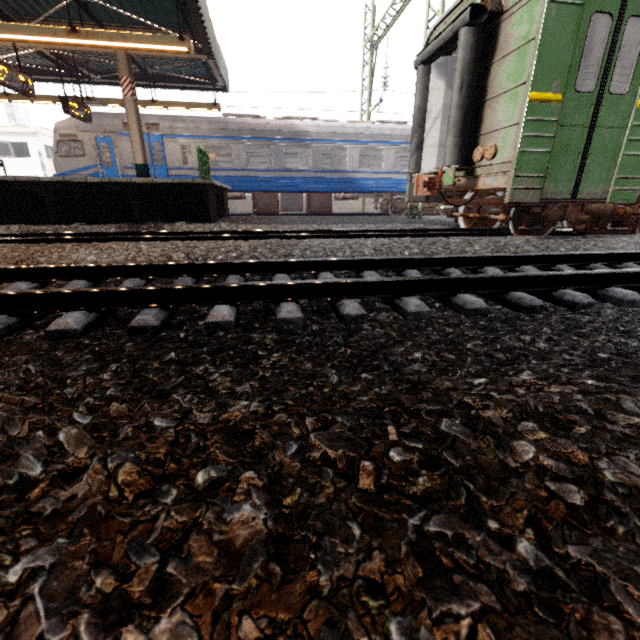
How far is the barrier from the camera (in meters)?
10.05

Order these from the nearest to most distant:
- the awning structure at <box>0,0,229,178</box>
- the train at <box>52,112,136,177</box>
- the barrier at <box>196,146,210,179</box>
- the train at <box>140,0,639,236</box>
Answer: the train at <box>140,0,639,236</box>
the awning structure at <box>0,0,229,178</box>
the barrier at <box>196,146,210,179</box>
the train at <box>52,112,136,177</box>

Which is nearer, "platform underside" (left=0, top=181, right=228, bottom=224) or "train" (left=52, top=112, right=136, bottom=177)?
"platform underside" (left=0, top=181, right=228, bottom=224)

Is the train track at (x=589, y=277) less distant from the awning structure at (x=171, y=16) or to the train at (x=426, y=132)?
the train at (x=426, y=132)

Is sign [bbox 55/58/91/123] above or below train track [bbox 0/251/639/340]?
above

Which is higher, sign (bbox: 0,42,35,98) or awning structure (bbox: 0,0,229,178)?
awning structure (bbox: 0,0,229,178)

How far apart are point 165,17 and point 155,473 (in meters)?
12.42

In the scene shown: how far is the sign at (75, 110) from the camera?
10.4 meters
